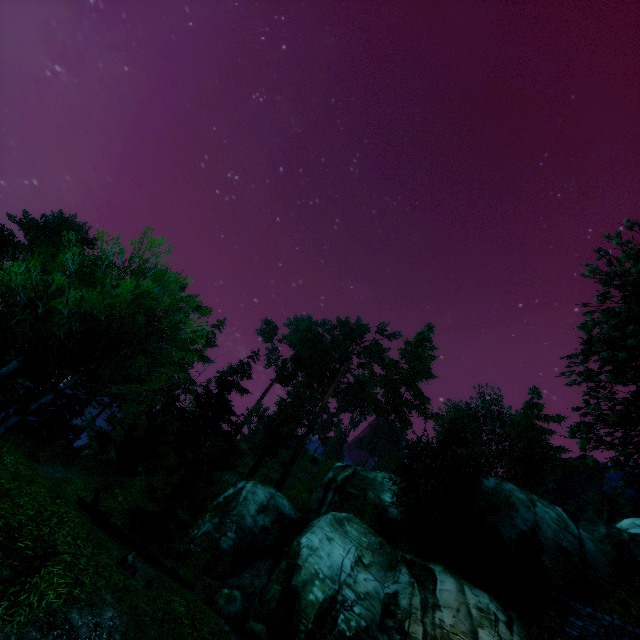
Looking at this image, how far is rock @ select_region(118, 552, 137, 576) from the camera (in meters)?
9.85

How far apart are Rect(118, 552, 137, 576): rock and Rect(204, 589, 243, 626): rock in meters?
8.6 m

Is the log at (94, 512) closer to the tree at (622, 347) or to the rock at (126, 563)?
the tree at (622, 347)

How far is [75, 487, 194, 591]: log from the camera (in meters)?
13.34

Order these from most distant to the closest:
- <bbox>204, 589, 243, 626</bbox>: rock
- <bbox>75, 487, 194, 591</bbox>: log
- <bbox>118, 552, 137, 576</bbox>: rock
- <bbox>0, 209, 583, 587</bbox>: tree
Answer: <bbox>204, 589, 243, 626</bbox>: rock → <bbox>75, 487, 194, 591</bbox>: log → <bbox>0, 209, 583, 587</bbox>: tree → <bbox>118, 552, 137, 576</bbox>: rock

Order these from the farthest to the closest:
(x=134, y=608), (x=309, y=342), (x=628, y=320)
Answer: (x=309, y=342), (x=628, y=320), (x=134, y=608)

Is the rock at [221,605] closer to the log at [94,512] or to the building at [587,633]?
the log at [94,512]

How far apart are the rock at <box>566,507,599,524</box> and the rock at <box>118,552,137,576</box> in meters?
44.8 m
